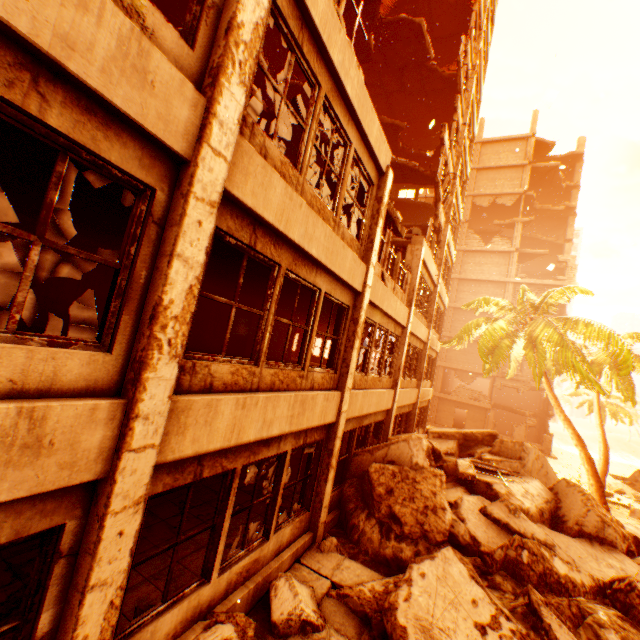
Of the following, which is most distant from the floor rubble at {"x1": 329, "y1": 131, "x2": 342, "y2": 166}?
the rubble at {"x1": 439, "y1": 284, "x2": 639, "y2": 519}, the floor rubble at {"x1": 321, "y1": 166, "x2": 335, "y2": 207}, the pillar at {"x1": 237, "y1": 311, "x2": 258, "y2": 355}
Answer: the pillar at {"x1": 237, "y1": 311, "x2": 258, "y2": 355}

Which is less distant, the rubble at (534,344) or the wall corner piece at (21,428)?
the wall corner piece at (21,428)

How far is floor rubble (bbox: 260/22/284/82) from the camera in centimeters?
1301cm

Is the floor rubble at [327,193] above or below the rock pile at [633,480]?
above

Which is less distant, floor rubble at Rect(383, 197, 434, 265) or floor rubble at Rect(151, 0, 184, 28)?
floor rubble at Rect(383, 197, 434, 265)

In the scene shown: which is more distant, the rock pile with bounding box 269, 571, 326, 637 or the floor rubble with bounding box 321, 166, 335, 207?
the floor rubble with bounding box 321, 166, 335, 207

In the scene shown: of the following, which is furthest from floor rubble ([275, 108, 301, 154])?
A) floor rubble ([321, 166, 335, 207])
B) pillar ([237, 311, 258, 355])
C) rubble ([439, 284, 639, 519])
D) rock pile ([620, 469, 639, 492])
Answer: rock pile ([620, 469, 639, 492])

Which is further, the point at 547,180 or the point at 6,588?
the point at 547,180
